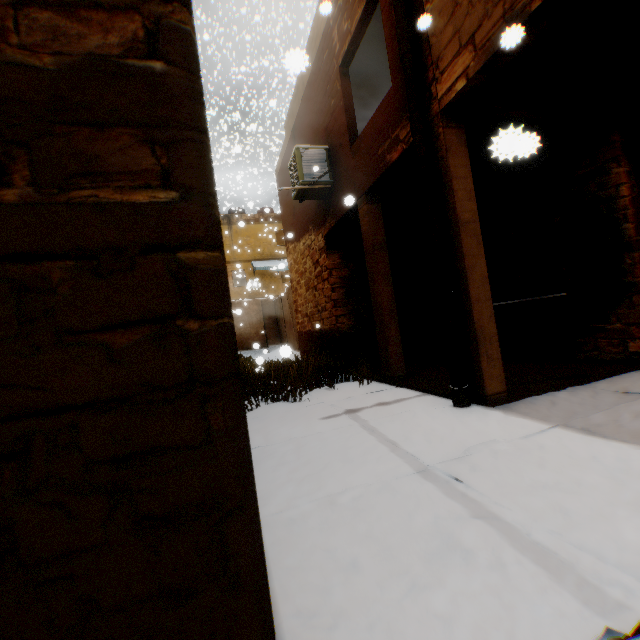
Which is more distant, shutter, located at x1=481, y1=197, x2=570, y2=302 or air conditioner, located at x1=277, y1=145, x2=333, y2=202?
air conditioner, located at x1=277, y1=145, x2=333, y2=202

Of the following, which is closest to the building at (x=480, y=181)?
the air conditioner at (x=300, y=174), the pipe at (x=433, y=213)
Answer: the pipe at (x=433, y=213)

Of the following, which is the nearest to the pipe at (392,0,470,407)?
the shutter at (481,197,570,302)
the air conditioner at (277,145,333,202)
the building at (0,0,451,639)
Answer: the building at (0,0,451,639)

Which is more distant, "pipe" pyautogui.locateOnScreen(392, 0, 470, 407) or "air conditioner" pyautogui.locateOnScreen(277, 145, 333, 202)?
"air conditioner" pyautogui.locateOnScreen(277, 145, 333, 202)

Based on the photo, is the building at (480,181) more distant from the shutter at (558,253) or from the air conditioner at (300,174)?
the air conditioner at (300,174)

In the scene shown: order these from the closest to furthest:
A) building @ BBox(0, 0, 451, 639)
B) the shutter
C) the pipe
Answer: building @ BBox(0, 0, 451, 639), the pipe, the shutter

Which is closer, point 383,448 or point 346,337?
point 383,448

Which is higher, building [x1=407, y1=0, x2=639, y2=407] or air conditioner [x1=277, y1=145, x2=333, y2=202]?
air conditioner [x1=277, y1=145, x2=333, y2=202]
